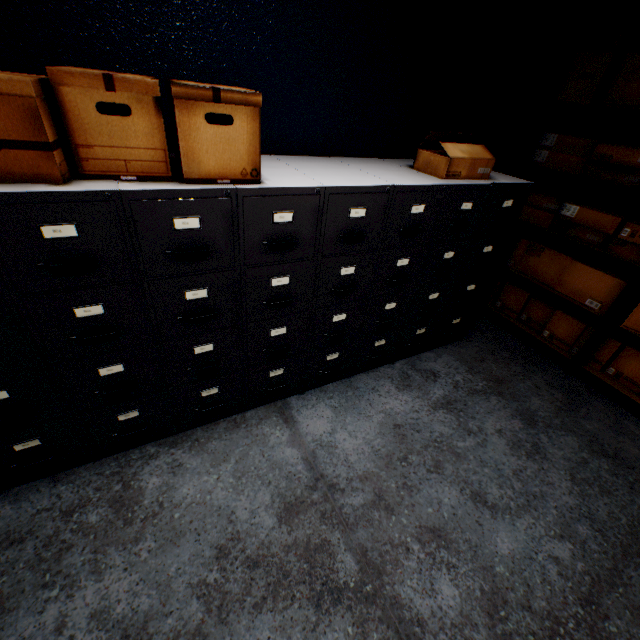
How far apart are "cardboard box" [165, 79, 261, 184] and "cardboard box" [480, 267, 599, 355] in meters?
2.6

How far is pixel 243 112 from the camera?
1.1m

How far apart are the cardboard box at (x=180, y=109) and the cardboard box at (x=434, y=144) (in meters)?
1.08

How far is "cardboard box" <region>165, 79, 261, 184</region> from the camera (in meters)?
1.08

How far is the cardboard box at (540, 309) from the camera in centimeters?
262cm

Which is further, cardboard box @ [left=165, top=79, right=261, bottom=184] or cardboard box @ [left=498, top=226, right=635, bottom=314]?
cardboard box @ [left=498, top=226, right=635, bottom=314]

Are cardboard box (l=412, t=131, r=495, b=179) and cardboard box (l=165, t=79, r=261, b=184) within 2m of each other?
yes

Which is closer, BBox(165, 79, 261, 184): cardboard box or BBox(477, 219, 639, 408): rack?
BBox(165, 79, 261, 184): cardboard box
